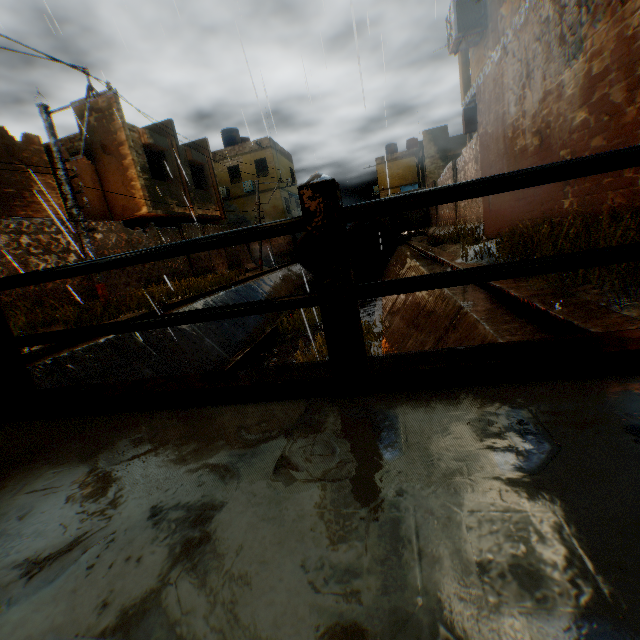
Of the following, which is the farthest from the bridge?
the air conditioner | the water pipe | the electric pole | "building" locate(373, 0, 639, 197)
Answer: the air conditioner

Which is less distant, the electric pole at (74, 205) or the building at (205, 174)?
the electric pole at (74, 205)

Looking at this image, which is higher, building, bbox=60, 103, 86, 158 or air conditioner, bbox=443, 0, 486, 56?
building, bbox=60, 103, 86, 158

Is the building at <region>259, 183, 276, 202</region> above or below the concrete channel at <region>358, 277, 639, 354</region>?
above

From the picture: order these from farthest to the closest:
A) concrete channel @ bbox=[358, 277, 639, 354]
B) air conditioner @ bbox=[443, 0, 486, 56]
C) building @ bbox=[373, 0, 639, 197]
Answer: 1. air conditioner @ bbox=[443, 0, 486, 56]
2. building @ bbox=[373, 0, 639, 197]
3. concrete channel @ bbox=[358, 277, 639, 354]

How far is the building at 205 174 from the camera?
13.7m

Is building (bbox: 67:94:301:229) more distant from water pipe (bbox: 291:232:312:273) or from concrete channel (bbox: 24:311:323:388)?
water pipe (bbox: 291:232:312:273)

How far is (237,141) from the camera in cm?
2859
